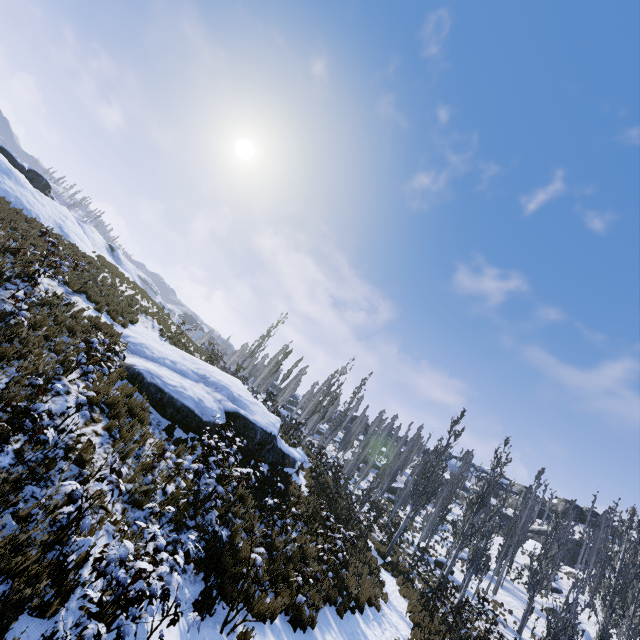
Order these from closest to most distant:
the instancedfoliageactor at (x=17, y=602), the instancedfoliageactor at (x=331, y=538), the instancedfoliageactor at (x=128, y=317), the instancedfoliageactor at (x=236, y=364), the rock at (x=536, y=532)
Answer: the instancedfoliageactor at (x=17, y=602), the instancedfoliageactor at (x=331, y=538), the instancedfoliageactor at (x=128, y=317), the instancedfoliageactor at (x=236, y=364), the rock at (x=536, y=532)

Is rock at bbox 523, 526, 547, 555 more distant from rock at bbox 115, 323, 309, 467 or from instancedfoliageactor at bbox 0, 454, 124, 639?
rock at bbox 115, 323, 309, 467

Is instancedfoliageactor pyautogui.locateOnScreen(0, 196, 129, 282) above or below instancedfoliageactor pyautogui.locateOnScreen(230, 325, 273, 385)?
below

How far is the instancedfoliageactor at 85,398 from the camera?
6.7 meters

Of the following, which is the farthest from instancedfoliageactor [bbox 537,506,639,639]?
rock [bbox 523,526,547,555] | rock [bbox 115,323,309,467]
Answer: rock [bbox 523,526,547,555]

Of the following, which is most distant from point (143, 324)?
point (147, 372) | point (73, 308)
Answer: point (147, 372)
